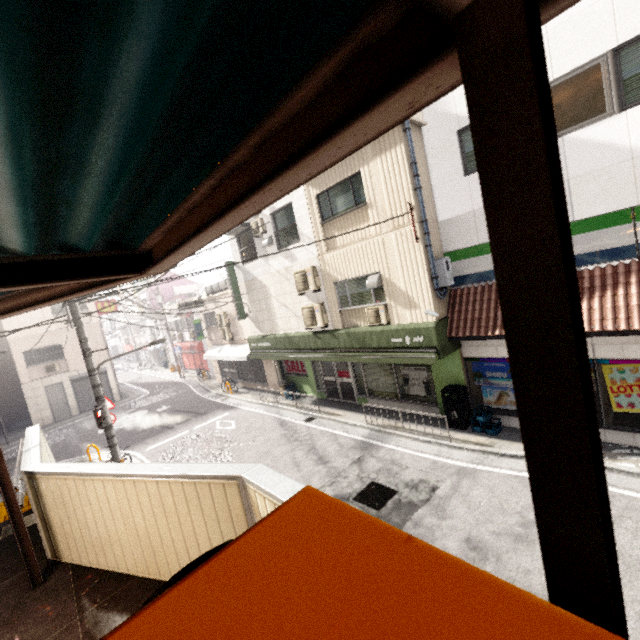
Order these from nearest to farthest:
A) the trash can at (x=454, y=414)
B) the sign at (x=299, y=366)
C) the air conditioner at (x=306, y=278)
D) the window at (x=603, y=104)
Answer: the window at (x=603, y=104), the trash can at (x=454, y=414), the air conditioner at (x=306, y=278), the sign at (x=299, y=366)

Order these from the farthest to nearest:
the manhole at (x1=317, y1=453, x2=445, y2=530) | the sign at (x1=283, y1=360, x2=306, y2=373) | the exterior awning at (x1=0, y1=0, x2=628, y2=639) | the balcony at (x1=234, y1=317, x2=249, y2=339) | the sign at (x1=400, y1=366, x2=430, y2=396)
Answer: the balcony at (x1=234, y1=317, x2=249, y2=339), the sign at (x1=283, y1=360, x2=306, y2=373), the sign at (x1=400, y1=366, x2=430, y2=396), the manhole at (x1=317, y1=453, x2=445, y2=530), the exterior awning at (x1=0, y1=0, x2=628, y2=639)

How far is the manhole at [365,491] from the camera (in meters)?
6.82

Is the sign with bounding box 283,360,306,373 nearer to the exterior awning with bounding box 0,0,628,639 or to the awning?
the awning

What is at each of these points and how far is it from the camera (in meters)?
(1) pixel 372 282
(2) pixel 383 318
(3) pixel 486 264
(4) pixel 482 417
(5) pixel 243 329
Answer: (1) stairs, 9.61
(2) air conditioner, 9.80
(3) sign, 8.41
(4) roof vent, 8.86
(5) balcony, 18.34

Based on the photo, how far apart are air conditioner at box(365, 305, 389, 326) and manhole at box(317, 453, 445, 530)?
3.76m

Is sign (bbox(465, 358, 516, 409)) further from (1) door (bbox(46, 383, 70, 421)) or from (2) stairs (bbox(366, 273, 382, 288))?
(1) door (bbox(46, 383, 70, 421))

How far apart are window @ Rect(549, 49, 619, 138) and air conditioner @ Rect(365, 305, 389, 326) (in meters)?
4.83
